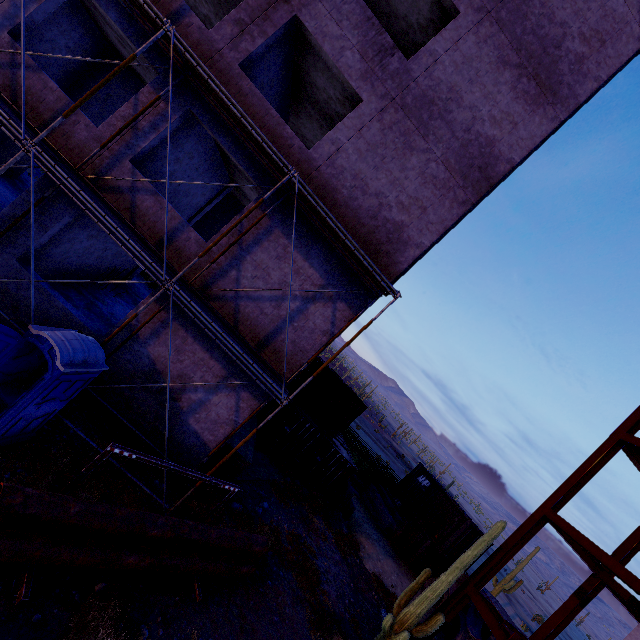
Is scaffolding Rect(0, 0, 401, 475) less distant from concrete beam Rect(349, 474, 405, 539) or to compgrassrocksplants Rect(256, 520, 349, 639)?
compgrassrocksplants Rect(256, 520, 349, 639)

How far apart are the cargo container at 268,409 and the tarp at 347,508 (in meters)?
5.52

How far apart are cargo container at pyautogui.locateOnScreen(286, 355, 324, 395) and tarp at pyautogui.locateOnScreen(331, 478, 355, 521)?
4.12m

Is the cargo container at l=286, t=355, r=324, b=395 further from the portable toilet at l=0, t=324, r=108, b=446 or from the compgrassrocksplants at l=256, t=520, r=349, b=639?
the portable toilet at l=0, t=324, r=108, b=446

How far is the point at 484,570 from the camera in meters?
11.7

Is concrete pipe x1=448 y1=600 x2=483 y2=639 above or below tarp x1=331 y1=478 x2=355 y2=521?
above

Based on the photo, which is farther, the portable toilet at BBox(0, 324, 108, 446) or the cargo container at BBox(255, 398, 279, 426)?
the cargo container at BBox(255, 398, 279, 426)

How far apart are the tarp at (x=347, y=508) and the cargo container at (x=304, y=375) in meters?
4.1 m
